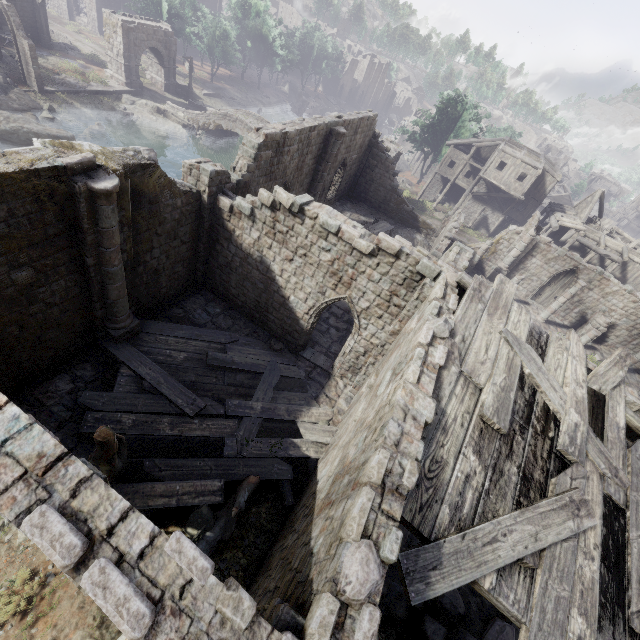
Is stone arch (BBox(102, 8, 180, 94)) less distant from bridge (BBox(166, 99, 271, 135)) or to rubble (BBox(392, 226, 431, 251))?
bridge (BBox(166, 99, 271, 135))

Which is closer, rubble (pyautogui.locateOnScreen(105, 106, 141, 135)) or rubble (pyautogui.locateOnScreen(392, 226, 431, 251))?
rubble (pyautogui.locateOnScreen(392, 226, 431, 251))

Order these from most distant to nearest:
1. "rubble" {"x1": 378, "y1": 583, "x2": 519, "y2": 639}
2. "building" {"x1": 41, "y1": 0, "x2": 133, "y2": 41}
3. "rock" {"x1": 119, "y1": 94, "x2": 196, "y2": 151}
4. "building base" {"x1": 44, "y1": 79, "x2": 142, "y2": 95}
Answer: "building" {"x1": 41, "y1": 0, "x2": 133, "y2": 41}
"rock" {"x1": 119, "y1": 94, "x2": 196, "y2": 151}
"building base" {"x1": 44, "y1": 79, "x2": 142, "y2": 95}
"rubble" {"x1": 378, "y1": 583, "x2": 519, "y2": 639}

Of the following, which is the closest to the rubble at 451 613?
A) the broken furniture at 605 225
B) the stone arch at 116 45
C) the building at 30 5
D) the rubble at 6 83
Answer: the building at 30 5

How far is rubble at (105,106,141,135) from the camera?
33.4 meters

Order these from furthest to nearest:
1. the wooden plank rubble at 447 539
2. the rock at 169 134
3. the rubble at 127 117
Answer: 1. the rock at 169 134
2. the rubble at 127 117
3. the wooden plank rubble at 447 539

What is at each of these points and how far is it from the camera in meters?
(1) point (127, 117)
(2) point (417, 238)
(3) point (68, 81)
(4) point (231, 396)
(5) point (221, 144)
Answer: (1) rubble, 34.1
(2) rubble, 27.0
(3) rubble, 32.2
(4) wooden plank rubble, 11.8
(5) rock, 39.4

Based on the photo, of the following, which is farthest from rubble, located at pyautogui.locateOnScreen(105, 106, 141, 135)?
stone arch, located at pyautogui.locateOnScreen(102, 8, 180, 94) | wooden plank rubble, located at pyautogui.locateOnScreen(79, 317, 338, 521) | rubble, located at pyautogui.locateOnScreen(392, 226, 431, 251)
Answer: wooden plank rubble, located at pyautogui.locateOnScreen(79, 317, 338, 521)
